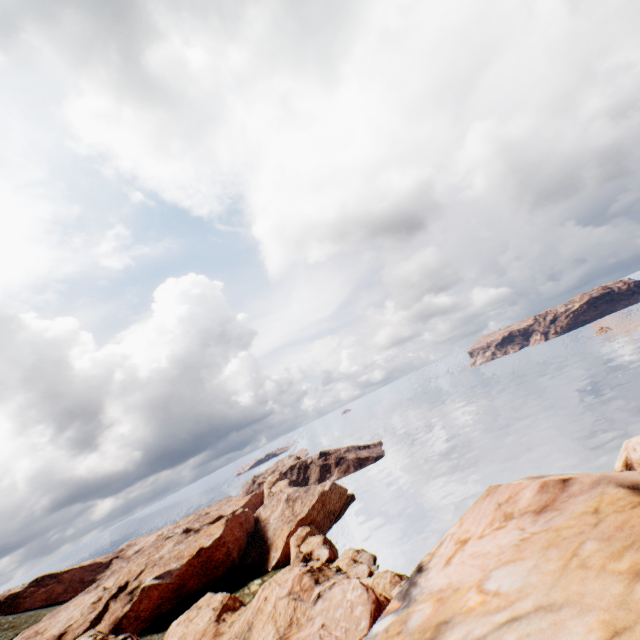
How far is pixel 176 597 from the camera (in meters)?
55.09

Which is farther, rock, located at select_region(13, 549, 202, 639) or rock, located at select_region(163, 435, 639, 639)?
rock, located at select_region(13, 549, 202, 639)

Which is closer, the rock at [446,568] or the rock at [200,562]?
the rock at [446,568]
